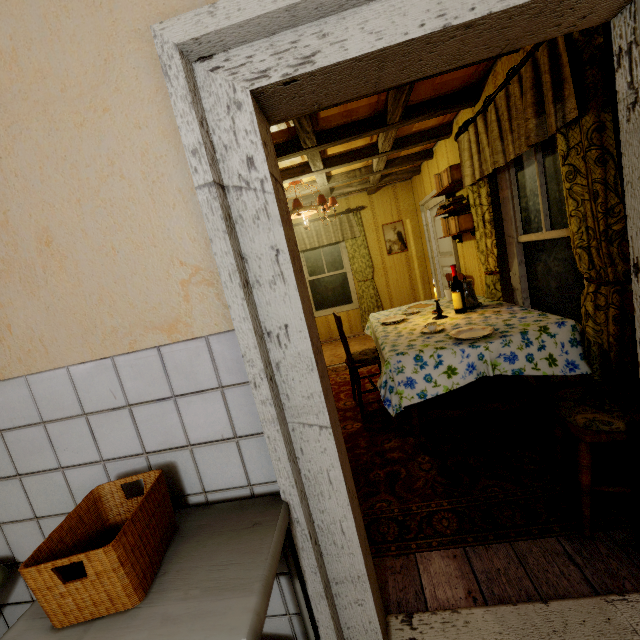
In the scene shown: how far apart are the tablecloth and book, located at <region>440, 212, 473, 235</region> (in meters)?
0.76

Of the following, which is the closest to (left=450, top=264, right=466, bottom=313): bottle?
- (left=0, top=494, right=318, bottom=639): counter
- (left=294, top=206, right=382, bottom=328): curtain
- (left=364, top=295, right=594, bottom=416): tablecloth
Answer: (left=364, top=295, right=594, bottom=416): tablecloth

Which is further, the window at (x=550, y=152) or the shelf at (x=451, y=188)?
the shelf at (x=451, y=188)

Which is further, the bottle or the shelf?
the shelf

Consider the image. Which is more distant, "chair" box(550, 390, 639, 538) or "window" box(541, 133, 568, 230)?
"window" box(541, 133, 568, 230)

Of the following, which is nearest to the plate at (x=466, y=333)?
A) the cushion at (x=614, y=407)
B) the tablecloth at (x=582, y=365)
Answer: the tablecloth at (x=582, y=365)

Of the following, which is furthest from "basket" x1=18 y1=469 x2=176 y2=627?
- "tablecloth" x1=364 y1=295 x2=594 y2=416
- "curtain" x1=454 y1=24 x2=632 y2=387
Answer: "curtain" x1=454 y1=24 x2=632 y2=387

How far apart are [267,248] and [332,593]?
1.3m
